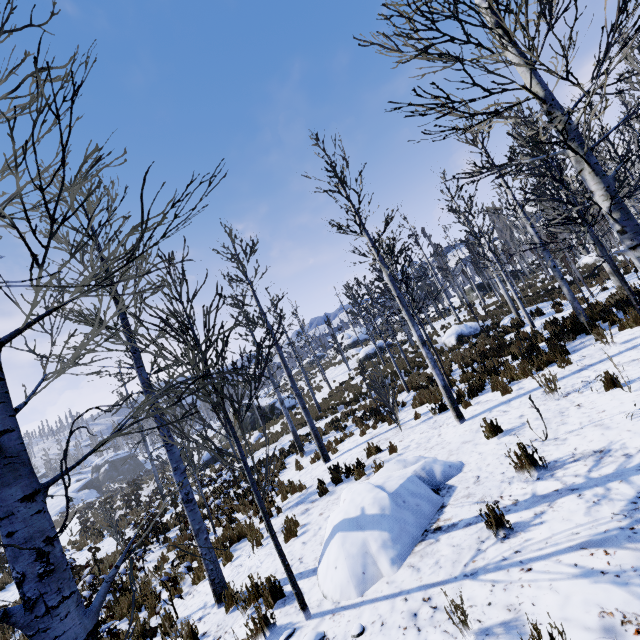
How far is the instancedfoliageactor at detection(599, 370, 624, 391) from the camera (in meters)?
4.91

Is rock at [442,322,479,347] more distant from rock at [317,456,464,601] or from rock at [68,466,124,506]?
rock at [68,466,124,506]

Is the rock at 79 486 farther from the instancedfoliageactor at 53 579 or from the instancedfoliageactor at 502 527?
the instancedfoliageactor at 53 579

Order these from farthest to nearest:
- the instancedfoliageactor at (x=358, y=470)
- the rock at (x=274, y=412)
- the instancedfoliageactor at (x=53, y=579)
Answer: the rock at (x=274, y=412) → the instancedfoliageactor at (x=358, y=470) → the instancedfoliageactor at (x=53, y=579)

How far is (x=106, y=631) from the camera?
4.0m

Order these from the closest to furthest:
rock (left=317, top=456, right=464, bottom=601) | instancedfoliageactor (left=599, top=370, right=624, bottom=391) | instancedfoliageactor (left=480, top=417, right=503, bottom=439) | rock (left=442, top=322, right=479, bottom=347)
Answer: rock (left=317, top=456, right=464, bottom=601) < instancedfoliageactor (left=599, top=370, right=624, bottom=391) < instancedfoliageactor (left=480, top=417, right=503, bottom=439) < rock (left=442, top=322, right=479, bottom=347)

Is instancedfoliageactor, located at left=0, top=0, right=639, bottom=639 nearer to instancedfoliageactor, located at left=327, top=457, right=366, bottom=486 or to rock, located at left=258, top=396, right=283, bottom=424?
instancedfoliageactor, located at left=327, top=457, right=366, bottom=486

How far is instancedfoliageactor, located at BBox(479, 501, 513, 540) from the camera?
3.3m
